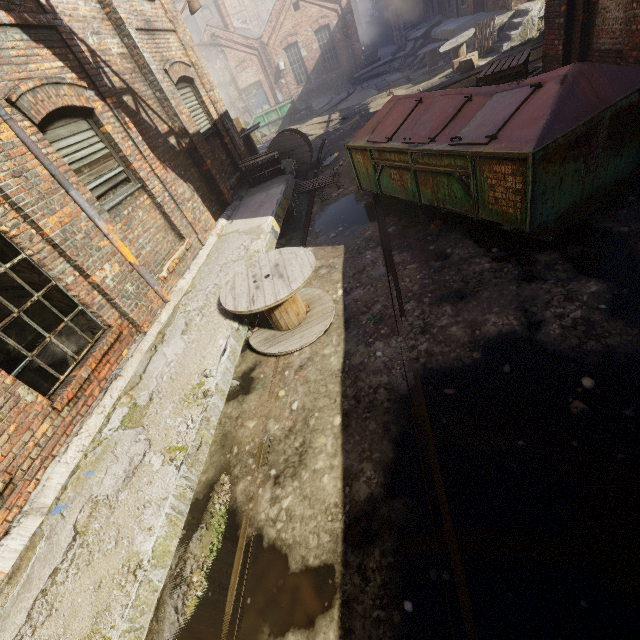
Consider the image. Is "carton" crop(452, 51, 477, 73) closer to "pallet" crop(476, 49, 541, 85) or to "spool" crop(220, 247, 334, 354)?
"pallet" crop(476, 49, 541, 85)

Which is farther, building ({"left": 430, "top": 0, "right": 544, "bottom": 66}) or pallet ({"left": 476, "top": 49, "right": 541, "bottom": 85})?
building ({"left": 430, "top": 0, "right": 544, "bottom": 66})

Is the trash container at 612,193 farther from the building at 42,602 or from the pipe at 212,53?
the pipe at 212,53

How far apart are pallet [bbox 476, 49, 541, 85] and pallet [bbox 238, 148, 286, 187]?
5.2m

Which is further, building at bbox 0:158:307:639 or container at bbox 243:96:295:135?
container at bbox 243:96:295:135

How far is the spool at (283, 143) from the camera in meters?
11.0

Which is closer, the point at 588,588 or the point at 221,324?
the point at 588,588

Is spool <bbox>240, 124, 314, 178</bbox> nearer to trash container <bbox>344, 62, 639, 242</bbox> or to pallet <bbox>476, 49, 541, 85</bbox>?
trash container <bbox>344, 62, 639, 242</bbox>
